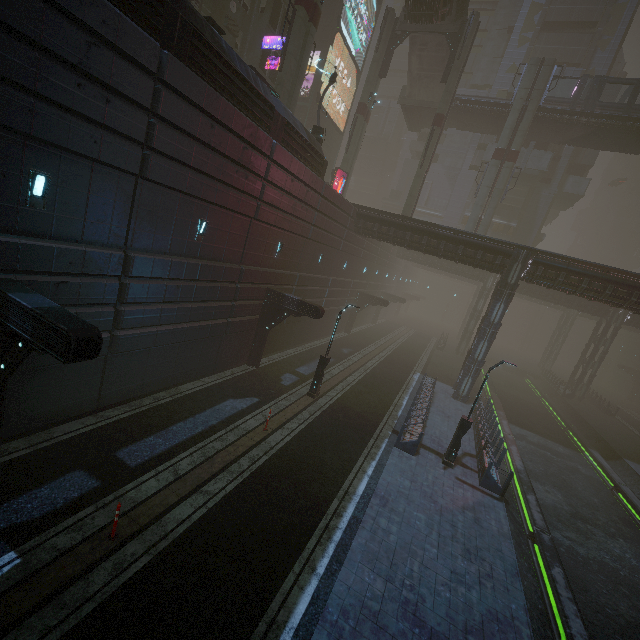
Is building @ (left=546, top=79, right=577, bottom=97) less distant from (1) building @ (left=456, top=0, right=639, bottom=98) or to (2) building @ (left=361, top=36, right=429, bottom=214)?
(1) building @ (left=456, top=0, right=639, bottom=98)

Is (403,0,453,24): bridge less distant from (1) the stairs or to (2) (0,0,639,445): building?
(1) the stairs

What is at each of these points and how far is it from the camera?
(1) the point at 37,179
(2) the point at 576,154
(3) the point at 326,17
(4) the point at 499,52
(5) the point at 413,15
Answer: (1) building, 7.8m
(2) building, 42.5m
(3) building, 31.6m
(4) building, 45.2m
(5) bridge, 26.8m

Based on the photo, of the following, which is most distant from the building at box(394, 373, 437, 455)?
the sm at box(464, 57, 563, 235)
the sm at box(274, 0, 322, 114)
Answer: the sm at box(464, 57, 563, 235)

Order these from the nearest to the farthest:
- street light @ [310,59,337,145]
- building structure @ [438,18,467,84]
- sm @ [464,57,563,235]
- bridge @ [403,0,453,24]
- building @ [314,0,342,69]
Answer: street light @ [310,59,337,145], bridge @ [403,0,453,24], building structure @ [438,18,467,84], sm @ [464,57,563,235], building @ [314,0,342,69]

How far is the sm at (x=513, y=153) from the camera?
29.5 meters

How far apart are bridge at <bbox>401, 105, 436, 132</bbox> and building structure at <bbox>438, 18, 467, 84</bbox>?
5.9 meters

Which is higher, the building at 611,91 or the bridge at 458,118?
the building at 611,91
